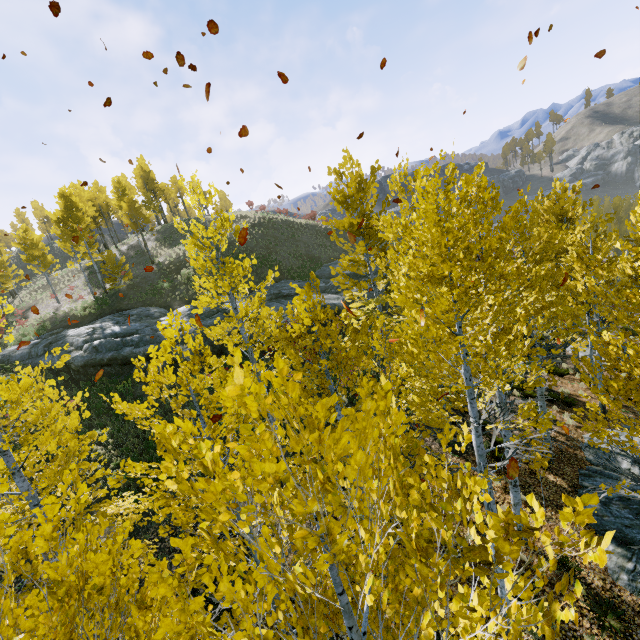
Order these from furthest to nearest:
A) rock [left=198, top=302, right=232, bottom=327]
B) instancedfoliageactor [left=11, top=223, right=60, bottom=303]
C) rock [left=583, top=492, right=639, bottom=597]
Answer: instancedfoliageactor [left=11, top=223, right=60, bottom=303] < rock [left=198, top=302, right=232, bottom=327] < rock [left=583, top=492, right=639, bottom=597]

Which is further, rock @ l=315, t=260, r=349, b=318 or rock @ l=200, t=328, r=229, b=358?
rock @ l=315, t=260, r=349, b=318

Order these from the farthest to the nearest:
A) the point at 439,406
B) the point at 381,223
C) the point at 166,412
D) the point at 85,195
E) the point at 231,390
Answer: the point at 85,195, the point at 166,412, the point at 381,223, the point at 439,406, the point at 231,390

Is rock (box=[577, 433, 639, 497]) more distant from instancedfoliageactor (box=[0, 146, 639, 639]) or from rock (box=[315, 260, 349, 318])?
rock (box=[315, 260, 349, 318])

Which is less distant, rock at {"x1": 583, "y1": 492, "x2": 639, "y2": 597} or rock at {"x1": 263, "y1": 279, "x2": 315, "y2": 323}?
rock at {"x1": 583, "y1": 492, "x2": 639, "y2": 597}

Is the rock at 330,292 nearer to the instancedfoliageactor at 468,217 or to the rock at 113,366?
the rock at 113,366

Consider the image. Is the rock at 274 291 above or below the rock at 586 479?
above

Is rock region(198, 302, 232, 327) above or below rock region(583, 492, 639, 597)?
above
